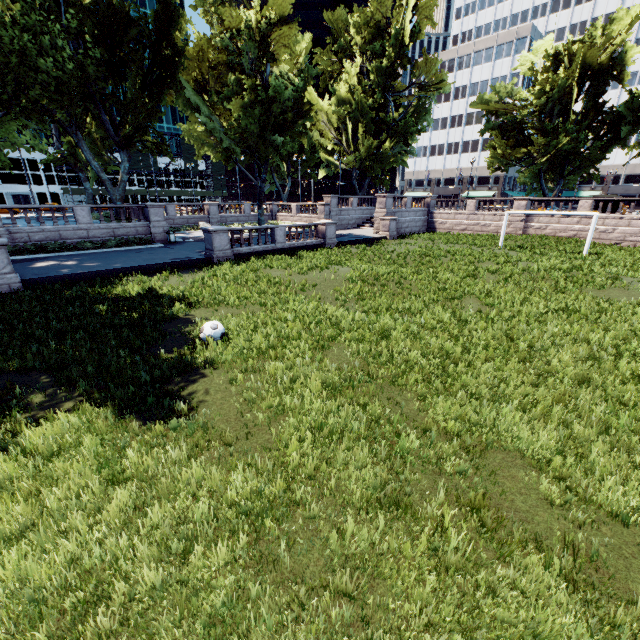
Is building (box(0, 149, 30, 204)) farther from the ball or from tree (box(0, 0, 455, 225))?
the ball

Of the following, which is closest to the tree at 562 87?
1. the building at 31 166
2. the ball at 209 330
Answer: the ball at 209 330

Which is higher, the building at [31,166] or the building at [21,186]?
the building at [31,166]

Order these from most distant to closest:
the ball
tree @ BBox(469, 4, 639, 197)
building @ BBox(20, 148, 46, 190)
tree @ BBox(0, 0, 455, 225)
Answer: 1. building @ BBox(20, 148, 46, 190)
2. tree @ BBox(469, 4, 639, 197)
3. tree @ BBox(0, 0, 455, 225)
4. the ball

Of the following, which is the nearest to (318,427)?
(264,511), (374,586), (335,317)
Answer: (264,511)

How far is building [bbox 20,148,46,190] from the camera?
58.1 meters

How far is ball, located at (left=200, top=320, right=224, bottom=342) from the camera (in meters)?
8.87
